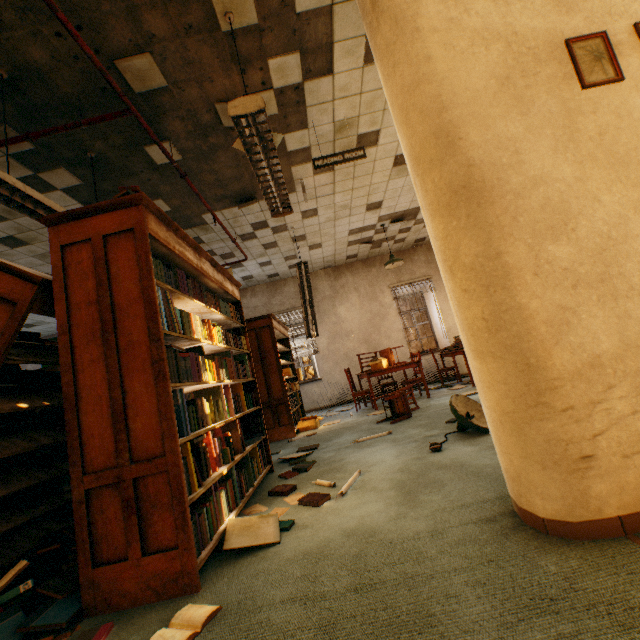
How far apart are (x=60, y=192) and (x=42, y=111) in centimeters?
133cm

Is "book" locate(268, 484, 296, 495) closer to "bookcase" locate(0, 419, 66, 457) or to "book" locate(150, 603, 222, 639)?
"book" locate(150, 603, 222, 639)

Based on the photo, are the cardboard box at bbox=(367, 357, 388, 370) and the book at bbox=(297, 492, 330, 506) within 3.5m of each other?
no

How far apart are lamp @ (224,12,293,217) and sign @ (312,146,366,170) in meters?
0.6

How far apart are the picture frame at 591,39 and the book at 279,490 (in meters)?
3.32

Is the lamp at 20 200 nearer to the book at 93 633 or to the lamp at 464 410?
the book at 93 633

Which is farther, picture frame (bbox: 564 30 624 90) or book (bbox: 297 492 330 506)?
book (bbox: 297 492 330 506)

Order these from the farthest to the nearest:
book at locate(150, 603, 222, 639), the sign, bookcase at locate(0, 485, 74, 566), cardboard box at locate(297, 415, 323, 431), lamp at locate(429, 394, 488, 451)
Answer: cardboard box at locate(297, 415, 323, 431)
the sign
lamp at locate(429, 394, 488, 451)
bookcase at locate(0, 485, 74, 566)
book at locate(150, 603, 222, 639)
